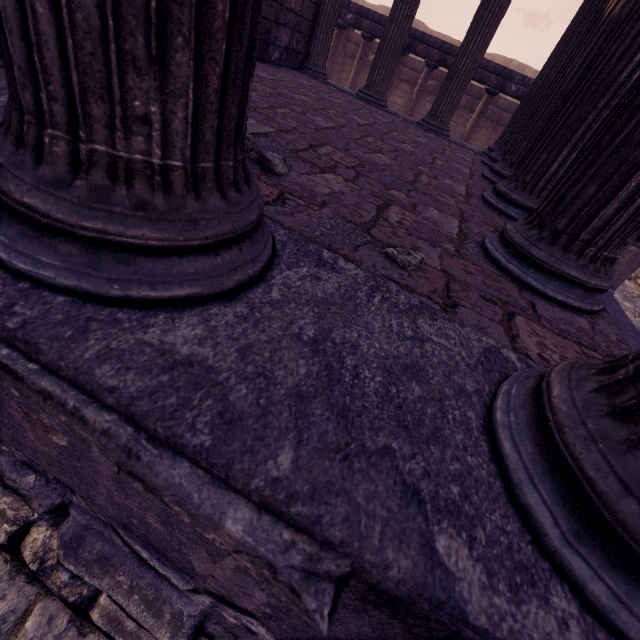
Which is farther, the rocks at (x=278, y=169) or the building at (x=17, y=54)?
the rocks at (x=278, y=169)

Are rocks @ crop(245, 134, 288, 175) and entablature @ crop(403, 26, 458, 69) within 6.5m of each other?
no

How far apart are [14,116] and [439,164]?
3.8 meters

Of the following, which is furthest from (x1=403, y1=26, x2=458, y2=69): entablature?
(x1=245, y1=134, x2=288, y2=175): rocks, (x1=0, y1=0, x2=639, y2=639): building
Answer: (x1=245, y1=134, x2=288, y2=175): rocks

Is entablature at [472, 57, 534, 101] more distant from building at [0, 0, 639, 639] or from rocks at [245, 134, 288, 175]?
rocks at [245, 134, 288, 175]

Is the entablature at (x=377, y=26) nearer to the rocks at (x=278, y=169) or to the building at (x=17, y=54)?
the building at (x=17, y=54)
